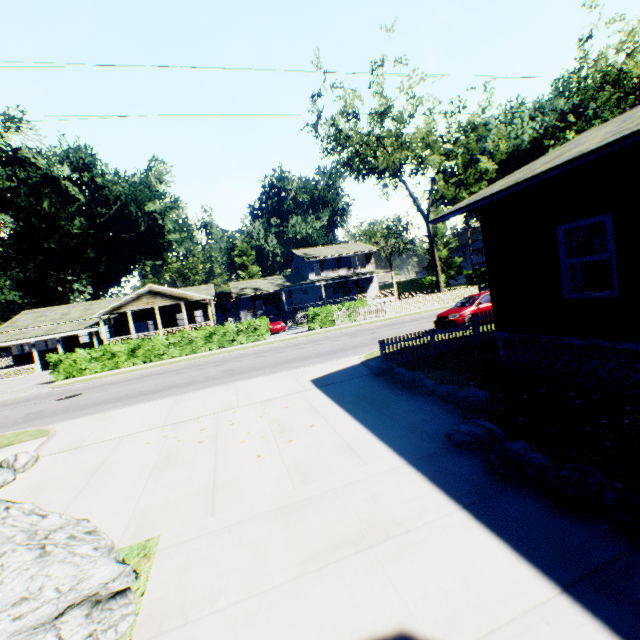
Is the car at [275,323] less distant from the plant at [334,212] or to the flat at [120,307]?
the flat at [120,307]

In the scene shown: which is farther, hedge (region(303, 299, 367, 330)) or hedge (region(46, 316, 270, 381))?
hedge (region(303, 299, 367, 330))

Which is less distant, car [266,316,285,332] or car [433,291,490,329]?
car [433,291,490,329]

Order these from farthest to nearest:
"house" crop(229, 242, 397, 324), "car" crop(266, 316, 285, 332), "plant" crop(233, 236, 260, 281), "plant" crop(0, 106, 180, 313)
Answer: "plant" crop(233, 236, 260, 281)
"plant" crop(0, 106, 180, 313)
"house" crop(229, 242, 397, 324)
"car" crop(266, 316, 285, 332)

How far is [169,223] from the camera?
57.8m

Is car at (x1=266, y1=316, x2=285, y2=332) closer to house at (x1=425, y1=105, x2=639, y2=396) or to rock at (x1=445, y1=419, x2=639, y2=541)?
house at (x1=425, y1=105, x2=639, y2=396)

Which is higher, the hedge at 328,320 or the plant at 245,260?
the plant at 245,260

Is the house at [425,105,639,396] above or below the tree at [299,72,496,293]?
below
